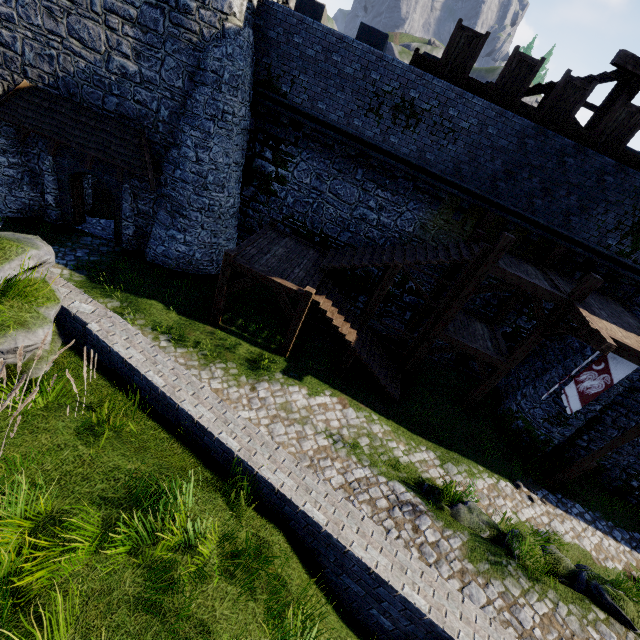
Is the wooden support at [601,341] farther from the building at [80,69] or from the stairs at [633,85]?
the building at [80,69]

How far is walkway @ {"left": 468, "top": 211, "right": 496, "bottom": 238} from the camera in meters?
12.5 m

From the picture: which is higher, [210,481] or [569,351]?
[210,481]

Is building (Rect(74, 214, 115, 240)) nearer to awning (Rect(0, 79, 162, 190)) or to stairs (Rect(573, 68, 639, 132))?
awning (Rect(0, 79, 162, 190))

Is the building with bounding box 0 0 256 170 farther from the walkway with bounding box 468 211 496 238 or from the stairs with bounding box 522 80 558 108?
the walkway with bounding box 468 211 496 238

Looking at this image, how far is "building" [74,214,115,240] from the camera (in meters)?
14.99

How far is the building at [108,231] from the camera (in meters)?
14.99

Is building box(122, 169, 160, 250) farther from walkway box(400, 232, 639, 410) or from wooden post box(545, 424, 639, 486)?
wooden post box(545, 424, 639, 486)
